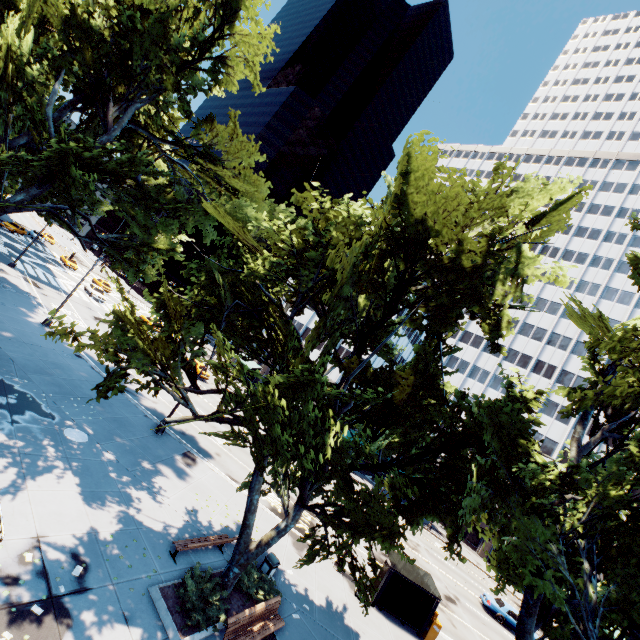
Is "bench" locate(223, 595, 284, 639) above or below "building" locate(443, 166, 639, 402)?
below

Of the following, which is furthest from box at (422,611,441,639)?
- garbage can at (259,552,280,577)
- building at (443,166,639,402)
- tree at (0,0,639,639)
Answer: building at (443,166,639,402)

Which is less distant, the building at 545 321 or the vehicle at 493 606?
the vehicle at 493 606

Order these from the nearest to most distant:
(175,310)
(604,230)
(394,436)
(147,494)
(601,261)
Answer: (175,310) → (147,494) → (394,436) → (601,261) → (604,230)

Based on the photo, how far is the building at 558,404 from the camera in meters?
47.2

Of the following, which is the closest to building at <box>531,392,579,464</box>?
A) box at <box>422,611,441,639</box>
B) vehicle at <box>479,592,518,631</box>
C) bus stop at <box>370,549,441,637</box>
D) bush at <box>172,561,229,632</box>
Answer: bus stop at <box>370,549,441,637</box>

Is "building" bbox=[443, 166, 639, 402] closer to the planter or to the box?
the box

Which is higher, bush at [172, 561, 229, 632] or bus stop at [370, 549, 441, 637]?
bus stop at [370, 549, 441, 637]
